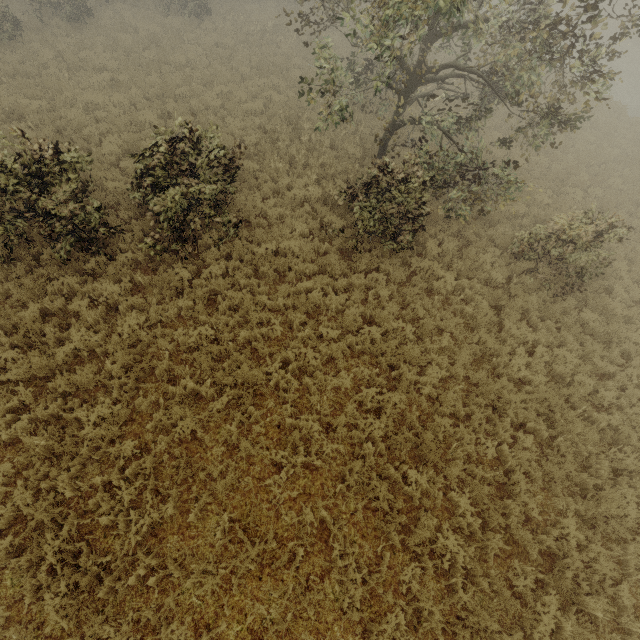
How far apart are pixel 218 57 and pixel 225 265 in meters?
A: 14.4
